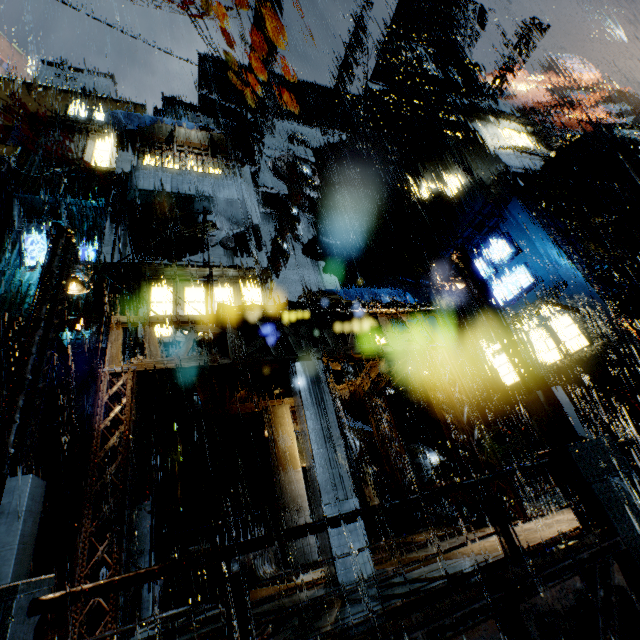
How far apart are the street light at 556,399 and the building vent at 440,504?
9.48m

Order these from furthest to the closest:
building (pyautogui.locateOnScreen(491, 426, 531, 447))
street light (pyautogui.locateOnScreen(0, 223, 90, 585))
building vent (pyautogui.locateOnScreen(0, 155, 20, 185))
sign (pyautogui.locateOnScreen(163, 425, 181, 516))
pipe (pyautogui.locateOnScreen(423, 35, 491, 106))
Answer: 1. pipe (pyautogui.locateOnScreen(423, 35, 491, 106))
2. building vent (pyautogui.locateOnScreen(0, 155, 20, 185))
3. building (pyautogui.locateOnScreen(491, 426, 531, 447))
4. sign (pyautogui.locateOnScreen(163, 425, 181, 516))
5. street light (pyautogui.locateOnScreen(0, 223, 90, 585))

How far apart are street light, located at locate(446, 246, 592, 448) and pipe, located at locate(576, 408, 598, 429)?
9.6 meters

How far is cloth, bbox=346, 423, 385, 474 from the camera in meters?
15.7

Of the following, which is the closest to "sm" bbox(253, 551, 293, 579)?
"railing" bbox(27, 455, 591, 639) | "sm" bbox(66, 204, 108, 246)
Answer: "railing" bbox(27, 455, 591, 639)

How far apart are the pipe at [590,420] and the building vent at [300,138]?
30.36m

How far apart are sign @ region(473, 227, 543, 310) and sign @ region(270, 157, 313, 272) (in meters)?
12.36

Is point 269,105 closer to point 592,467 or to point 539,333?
point 539,333
